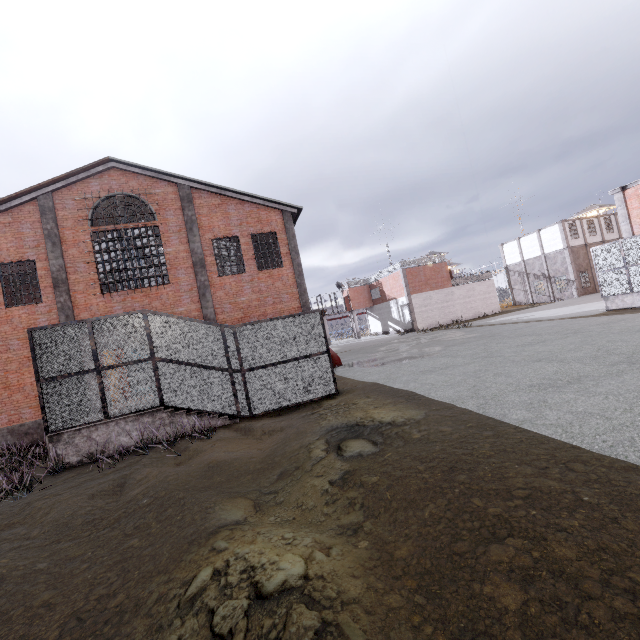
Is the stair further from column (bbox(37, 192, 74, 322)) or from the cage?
column (bbox(37, 192, 74, 322))

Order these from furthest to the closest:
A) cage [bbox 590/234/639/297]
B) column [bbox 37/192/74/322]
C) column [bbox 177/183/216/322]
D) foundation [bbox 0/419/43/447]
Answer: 1. cage [bbox 590/234/639/297]
2. column [bbox 177/183/216/322]
3. column [bbox 37/192/74/322]
4. foundation [bbox 0/419/43/447]

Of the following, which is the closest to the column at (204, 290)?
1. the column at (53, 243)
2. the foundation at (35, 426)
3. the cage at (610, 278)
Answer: the column at (53, 243)

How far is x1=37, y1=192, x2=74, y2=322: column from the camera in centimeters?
1437cm

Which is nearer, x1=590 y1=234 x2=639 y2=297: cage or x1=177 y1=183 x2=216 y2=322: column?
x1=177 y1=183 x2=216 y2=322: column

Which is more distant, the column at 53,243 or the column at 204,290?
the column at 204,290

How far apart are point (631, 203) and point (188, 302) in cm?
2620

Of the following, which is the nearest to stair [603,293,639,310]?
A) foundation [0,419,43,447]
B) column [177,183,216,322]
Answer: column [177,183,216,322]
